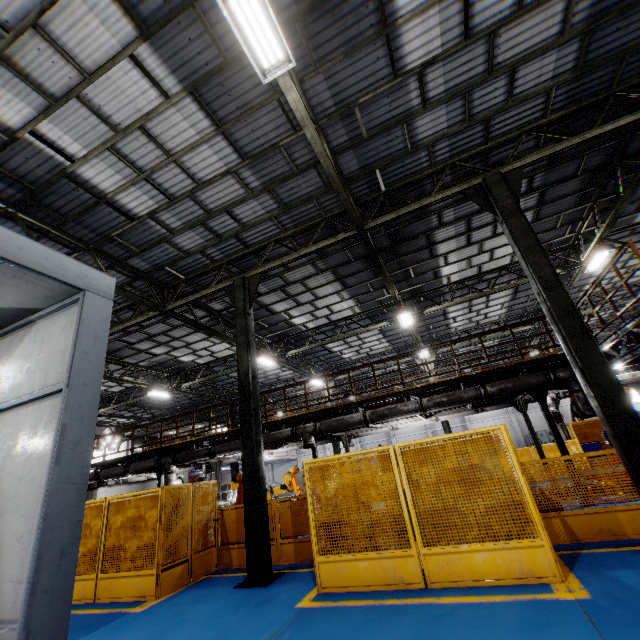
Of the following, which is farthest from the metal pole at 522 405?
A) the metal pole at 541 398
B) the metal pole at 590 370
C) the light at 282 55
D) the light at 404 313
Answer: the light at 282 55

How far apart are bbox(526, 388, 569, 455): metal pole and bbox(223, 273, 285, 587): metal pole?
8.2 meters

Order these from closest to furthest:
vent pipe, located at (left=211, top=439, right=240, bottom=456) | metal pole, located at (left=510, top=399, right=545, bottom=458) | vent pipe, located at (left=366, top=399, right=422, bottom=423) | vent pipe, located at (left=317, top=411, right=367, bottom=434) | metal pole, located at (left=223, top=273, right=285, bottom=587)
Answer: metal pole, located at (left=223, top=273, right=285, bottom=587), vent pipe, located at (left=366, top=399, right=422, bottom=423), vent pipe, located at (left=317, top=411, right=367, bottom=434), metal pole, located at (left=510, top=399, right=545, bottom=458), vent pipe, located at (left=211, top=439, right=240, bottom=456)

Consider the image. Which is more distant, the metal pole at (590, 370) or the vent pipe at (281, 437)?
the vent pipe at (281, 437)

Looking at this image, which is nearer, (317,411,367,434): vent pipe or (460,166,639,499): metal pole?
(460,166,639,499): metal pole

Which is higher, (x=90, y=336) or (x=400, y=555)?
(x=90, y=336)

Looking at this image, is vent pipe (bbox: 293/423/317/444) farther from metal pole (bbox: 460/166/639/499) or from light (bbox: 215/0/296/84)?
light (bbox: 215/0/296/84)

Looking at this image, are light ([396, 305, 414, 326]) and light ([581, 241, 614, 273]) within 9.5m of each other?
yes
